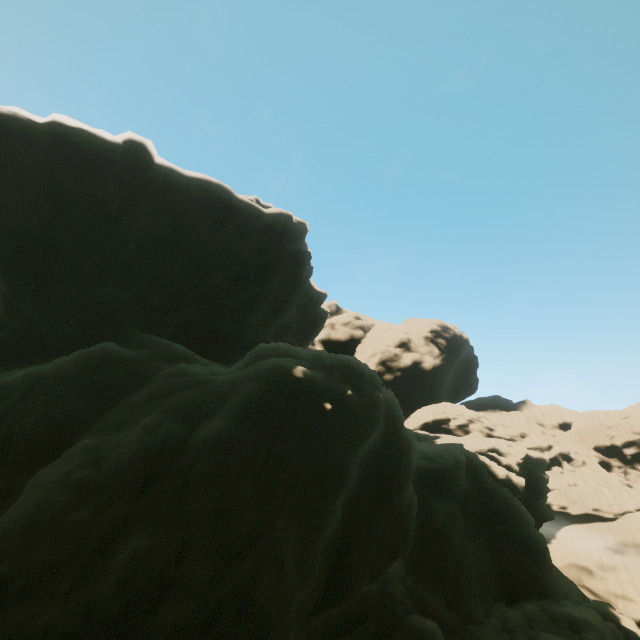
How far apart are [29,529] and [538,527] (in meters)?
42.98
